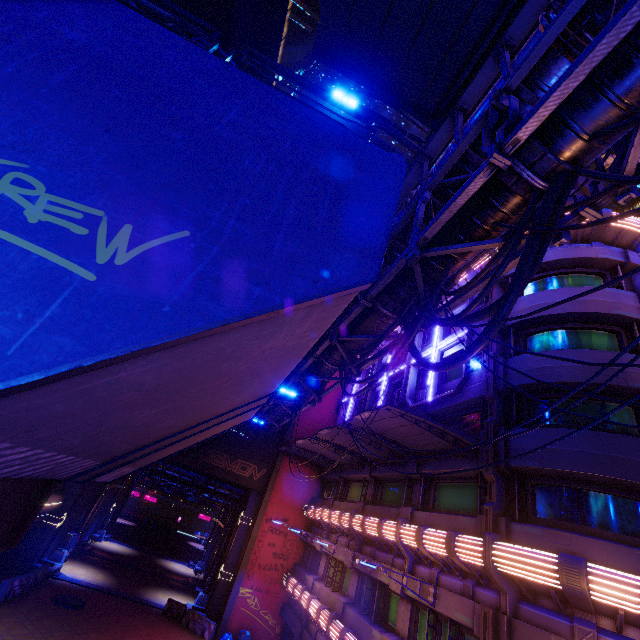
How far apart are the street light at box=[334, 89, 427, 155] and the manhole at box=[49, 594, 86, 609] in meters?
30.0

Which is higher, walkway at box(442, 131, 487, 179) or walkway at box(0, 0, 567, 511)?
walkway at box(442, 131, 487, 179)

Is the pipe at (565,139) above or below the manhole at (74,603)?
above

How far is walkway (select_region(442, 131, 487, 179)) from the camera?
7.9m

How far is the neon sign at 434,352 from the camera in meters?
16.9 m

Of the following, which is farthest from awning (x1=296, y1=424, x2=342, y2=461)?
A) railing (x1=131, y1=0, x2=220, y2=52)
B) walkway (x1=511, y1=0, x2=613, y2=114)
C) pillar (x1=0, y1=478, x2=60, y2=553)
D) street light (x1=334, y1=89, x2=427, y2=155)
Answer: railing (x1=131, y1=0, x2=220, y2=52)

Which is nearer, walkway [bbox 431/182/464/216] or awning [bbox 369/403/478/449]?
walkway [bbox 431/182/464/216]

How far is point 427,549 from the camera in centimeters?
1245cm
